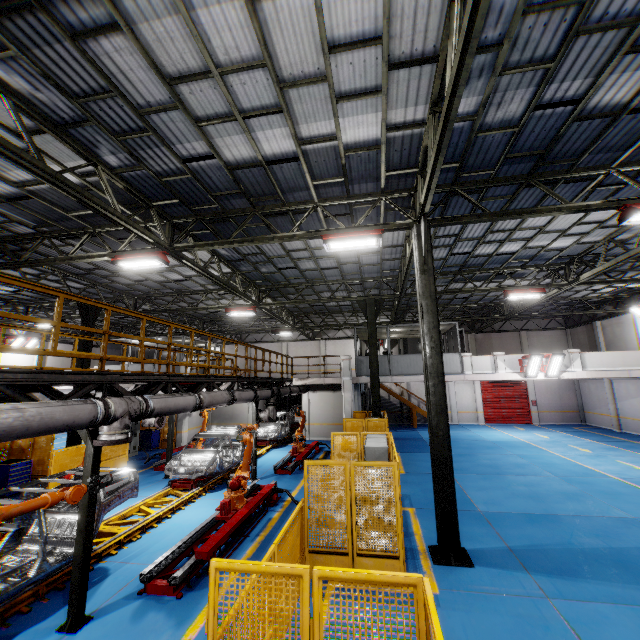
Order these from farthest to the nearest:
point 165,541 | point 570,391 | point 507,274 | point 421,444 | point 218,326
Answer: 1. point 218,326
2. point 570,391
3. point 421,444
4. point 507,274
5. point 165,541

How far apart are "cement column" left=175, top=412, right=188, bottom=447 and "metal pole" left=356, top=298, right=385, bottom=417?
11.9m

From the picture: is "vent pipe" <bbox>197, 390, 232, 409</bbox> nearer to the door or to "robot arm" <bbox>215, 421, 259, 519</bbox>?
"robot arm" <bbox>215, 421, 259, 519</bbox>

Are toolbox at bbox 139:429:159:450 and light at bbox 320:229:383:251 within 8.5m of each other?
no

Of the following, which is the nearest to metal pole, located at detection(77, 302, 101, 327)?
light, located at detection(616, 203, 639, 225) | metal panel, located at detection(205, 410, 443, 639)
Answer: metal panel, located at detection(205, 410, 443, 639)

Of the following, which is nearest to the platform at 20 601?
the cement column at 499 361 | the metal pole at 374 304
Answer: the metal pole at 374 304

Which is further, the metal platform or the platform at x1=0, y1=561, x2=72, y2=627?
the metal platform

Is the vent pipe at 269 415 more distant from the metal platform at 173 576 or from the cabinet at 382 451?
the cabinet at 382 451
